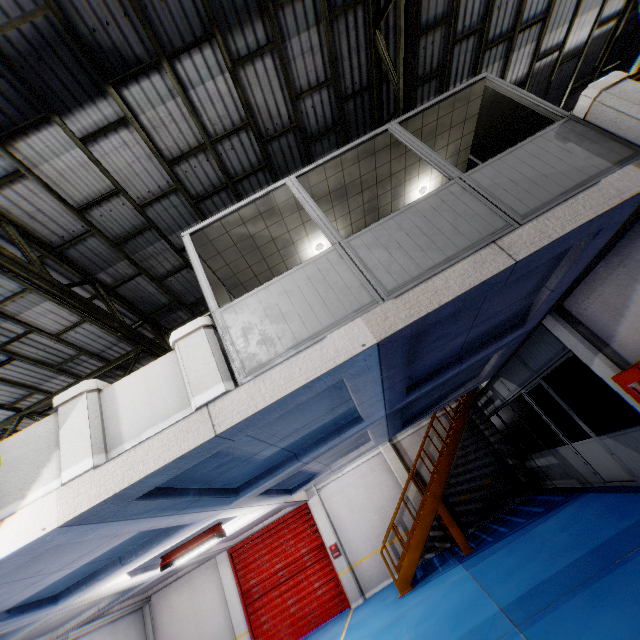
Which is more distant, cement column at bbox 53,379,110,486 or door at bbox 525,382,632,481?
door at bbox 525,382,632,481

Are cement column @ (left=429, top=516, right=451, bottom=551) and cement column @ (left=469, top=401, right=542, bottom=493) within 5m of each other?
yes

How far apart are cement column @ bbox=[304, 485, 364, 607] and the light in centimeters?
547cm

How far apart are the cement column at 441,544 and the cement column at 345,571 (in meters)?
3.17

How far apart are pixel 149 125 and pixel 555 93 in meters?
11.5

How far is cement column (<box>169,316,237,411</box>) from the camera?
3.78m

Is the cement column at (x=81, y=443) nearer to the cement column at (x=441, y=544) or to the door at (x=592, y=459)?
the door at (x=592, y=459)

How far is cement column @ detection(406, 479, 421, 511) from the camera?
12.7m
